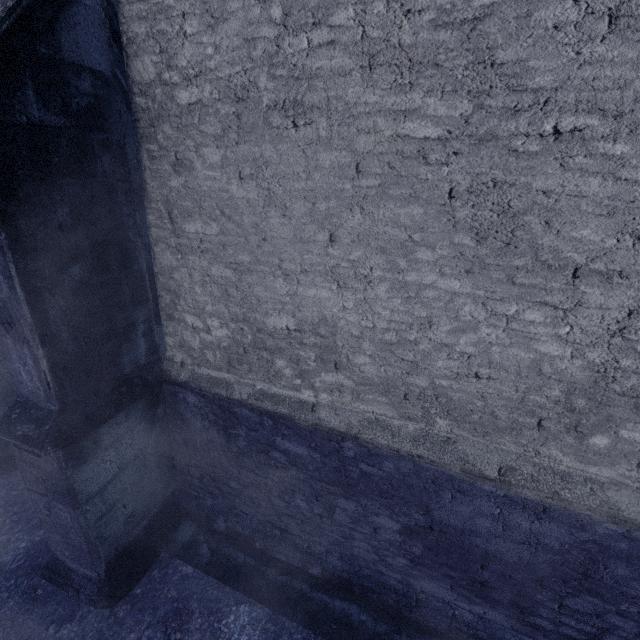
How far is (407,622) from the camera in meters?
3.5
